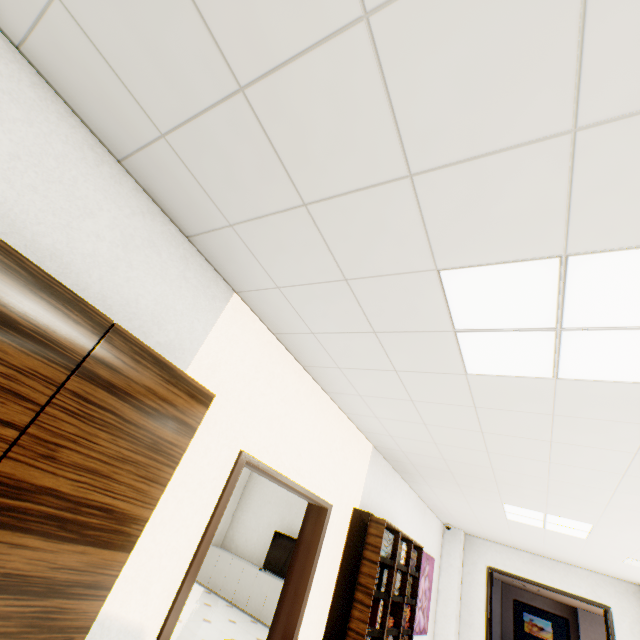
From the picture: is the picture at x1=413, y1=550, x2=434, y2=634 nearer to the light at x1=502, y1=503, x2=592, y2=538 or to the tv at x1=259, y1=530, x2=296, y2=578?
the light at x1=502, y1=503, x2=592, y2=538

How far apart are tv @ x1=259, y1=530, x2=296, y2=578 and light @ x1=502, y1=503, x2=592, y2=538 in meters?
4.5 m

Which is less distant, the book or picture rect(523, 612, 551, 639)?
the book

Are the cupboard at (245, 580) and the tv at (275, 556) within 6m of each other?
yes

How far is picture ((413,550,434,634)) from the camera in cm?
546

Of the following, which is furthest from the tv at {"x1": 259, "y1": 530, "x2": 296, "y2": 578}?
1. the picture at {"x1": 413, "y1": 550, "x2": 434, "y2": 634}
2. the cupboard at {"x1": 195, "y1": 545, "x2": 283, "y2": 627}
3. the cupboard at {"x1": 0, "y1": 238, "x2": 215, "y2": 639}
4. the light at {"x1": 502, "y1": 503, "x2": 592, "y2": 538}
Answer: the cupboard at {"x1": 0, "y1": 238, "x2": 215, "y2": 639}

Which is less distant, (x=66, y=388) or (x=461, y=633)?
(x=66, y=388)

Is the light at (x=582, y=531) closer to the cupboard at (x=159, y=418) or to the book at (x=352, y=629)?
the book at (x=352, y=629)
